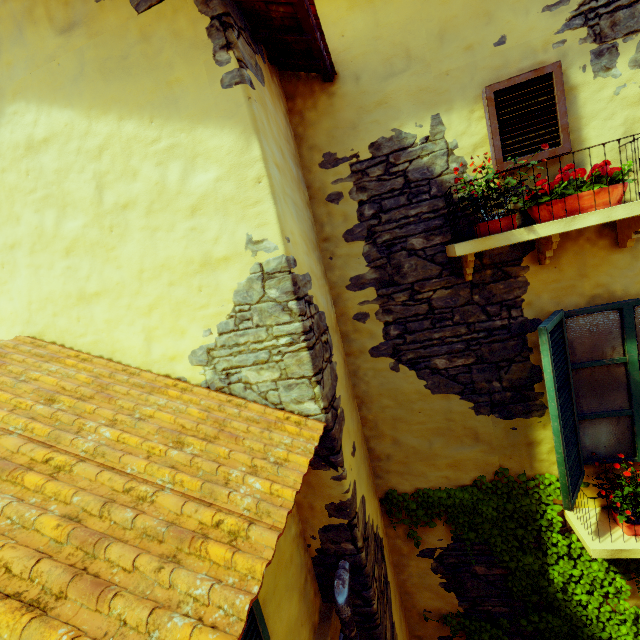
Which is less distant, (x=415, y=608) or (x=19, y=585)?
(x=19, y=585)

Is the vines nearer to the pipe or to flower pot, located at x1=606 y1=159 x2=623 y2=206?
the pipe

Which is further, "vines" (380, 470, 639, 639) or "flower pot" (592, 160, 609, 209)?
"vines" (380, 470, 639, 639)

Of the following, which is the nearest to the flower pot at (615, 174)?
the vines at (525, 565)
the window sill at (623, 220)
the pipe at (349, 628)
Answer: the window sill at (623, 220)

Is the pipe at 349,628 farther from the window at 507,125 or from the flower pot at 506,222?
the flower pot at 506,222

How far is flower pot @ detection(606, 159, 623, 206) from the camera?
2.4 meters

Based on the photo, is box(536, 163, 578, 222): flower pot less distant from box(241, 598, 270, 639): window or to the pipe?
box(241, 598, 270, 639): window

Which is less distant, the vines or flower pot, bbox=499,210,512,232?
flower pot, bbox=499,210,512,232
